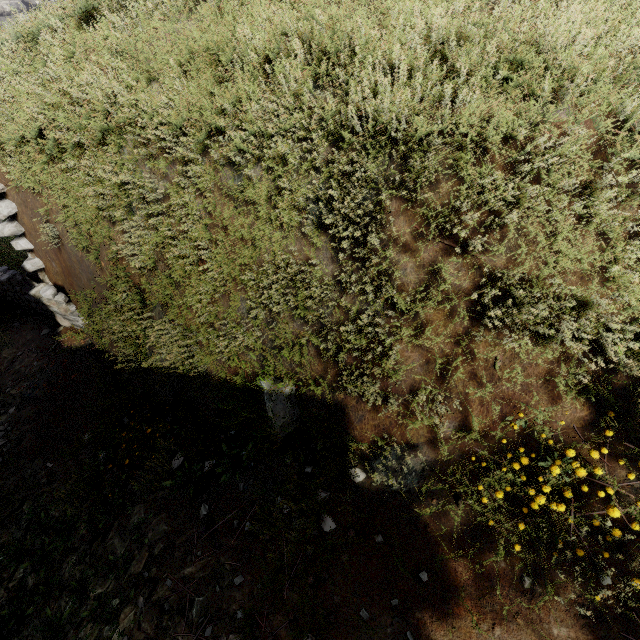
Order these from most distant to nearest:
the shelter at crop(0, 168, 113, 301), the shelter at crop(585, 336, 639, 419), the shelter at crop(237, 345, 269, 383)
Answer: the shelter at crop(0, 168, 113, 301) → the shelter at crop(237, 345, 269, 383) → the shelter at crop(585, 336, 639, 419)

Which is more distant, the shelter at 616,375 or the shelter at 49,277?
the shelter at 49,277

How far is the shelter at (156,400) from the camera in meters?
3.1 m

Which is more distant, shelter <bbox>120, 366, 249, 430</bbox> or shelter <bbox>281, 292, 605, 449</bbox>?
shelter <bbox>120, 366, 249, 430</bbox>

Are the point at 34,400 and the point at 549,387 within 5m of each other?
no

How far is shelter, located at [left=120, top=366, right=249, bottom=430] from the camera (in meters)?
3.10
